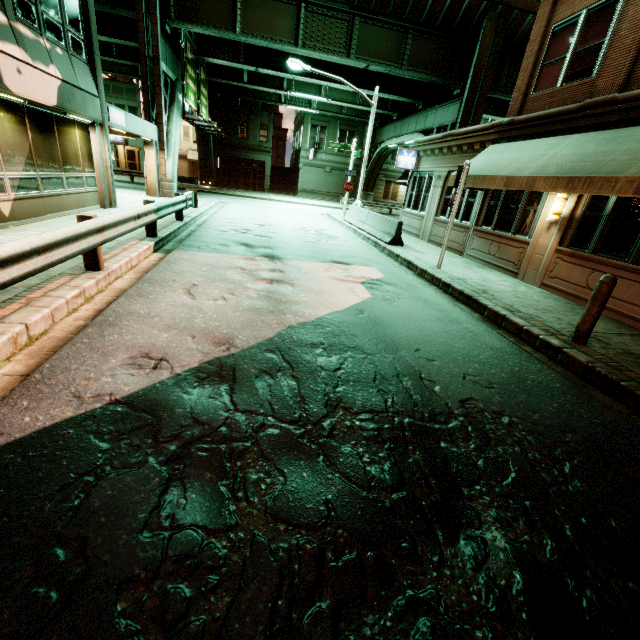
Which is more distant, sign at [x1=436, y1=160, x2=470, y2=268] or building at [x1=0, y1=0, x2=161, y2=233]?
sign at [x1=436, y1=160, x2=470, y2=268]

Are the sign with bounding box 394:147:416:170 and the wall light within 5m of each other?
no

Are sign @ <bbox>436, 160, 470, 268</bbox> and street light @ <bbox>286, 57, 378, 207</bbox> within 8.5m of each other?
no

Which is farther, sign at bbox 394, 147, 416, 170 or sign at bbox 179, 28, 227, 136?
sign at bbox 179, 28, 227, 136

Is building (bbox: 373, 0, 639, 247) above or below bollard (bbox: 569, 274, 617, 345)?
above

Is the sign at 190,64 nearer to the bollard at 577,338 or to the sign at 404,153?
the sign at 404,153

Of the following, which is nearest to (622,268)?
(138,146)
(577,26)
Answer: (577,26)

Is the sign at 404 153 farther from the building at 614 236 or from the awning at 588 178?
the awning at 588 178
